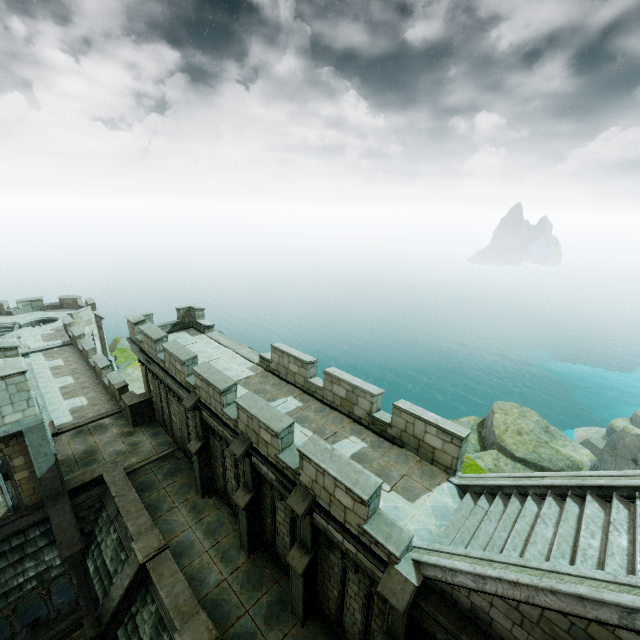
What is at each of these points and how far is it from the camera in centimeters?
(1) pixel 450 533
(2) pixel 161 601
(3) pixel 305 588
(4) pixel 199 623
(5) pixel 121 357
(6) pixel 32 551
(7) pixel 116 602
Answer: (1) stair, 736cm
(2) wall trim, 1028cm
(3) stone column, 916cm
(4) stair, 892cm
(5) rock, 4506cm
(6) building, 1217cm
(7) stone column, 1030cm

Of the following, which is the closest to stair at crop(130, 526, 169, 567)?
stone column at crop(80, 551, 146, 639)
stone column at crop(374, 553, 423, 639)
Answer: stone column at crop(80, 551, 146, 639)

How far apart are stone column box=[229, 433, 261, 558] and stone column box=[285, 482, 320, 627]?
2.1m

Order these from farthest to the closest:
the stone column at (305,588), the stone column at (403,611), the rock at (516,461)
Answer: the rock at (516,461), the stone column at (305,588), the stone column at (403,611)

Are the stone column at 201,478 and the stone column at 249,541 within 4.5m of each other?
yes

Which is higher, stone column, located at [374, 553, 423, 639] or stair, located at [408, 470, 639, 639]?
stair, located at [408, 470, 639, 639]

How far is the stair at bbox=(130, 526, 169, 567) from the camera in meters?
10.6

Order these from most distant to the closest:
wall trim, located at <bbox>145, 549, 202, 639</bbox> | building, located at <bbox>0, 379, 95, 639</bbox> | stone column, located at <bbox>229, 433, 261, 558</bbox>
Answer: building, located at <bbox>0, 379, 95, 639</bbox> < stone column, located at <bbox>229, 433, 261, 558</bbox> < wall trim, located at <bbox>145, 549, 202, 639</bbox>
